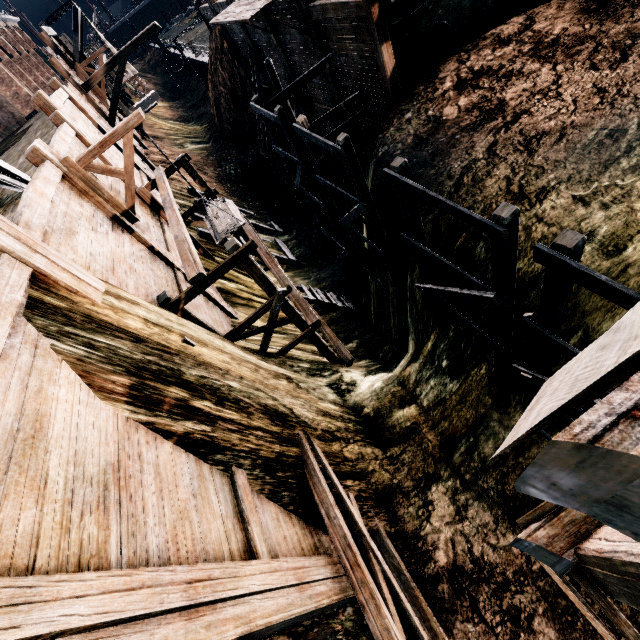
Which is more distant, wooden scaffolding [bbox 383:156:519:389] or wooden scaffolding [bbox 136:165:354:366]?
wooden scaffolding [bbox 136:165:354:366]

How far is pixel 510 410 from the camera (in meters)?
8.56

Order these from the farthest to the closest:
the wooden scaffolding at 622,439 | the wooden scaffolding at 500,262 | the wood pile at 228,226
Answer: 1. the wood pile at 228,226
2. the wooden scaffolding at 500,262
3. the wooden scaffolding at 622,439

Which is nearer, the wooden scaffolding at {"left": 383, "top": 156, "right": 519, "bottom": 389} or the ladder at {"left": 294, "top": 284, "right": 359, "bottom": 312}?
the wooden scaffolding at {"left": 383, "top": 156, "right": 519, "bottom": 389}

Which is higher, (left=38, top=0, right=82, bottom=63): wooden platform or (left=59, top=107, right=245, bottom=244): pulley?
(left=38, top=0, right=82, bottom=63): wooden platform

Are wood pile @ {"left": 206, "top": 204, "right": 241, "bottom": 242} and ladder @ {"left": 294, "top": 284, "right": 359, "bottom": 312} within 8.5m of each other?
yes

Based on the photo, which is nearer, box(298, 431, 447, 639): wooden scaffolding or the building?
box(298, 431, 447, 639): wooden scaffolding

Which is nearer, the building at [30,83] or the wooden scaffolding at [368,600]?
the wooden scaffolding at [368,600]
